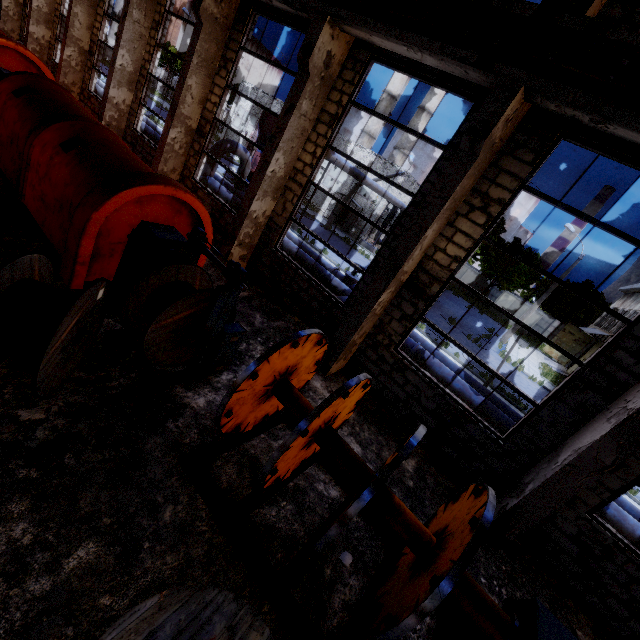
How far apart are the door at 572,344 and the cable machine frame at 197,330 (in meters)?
39.13

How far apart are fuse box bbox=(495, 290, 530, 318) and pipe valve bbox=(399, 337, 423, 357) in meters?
38.0

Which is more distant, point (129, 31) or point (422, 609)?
point (129, 31)

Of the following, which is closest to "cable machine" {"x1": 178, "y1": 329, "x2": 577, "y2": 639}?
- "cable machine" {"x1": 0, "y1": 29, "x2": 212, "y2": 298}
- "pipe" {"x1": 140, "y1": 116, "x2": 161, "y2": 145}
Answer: "cable machine" {"x1": 0, "y1": 29, "x2": 212, "y2": 298}

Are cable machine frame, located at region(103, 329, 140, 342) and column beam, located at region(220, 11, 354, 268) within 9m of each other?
yes

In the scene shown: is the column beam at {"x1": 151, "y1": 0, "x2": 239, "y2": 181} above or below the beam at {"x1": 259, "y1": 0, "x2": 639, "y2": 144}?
below

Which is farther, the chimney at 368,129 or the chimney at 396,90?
the chimney at 368,129

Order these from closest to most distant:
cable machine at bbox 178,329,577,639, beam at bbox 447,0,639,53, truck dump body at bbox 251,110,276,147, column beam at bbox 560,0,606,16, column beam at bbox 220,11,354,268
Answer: cable machine at bbox 178,329,577,639 → beam at bbox 447,0,639,53 → column beam at bbox 560,0,606,16 → column beam at bbox 220,11,354,268 → truck dump body at bbox 251,110,276,147
